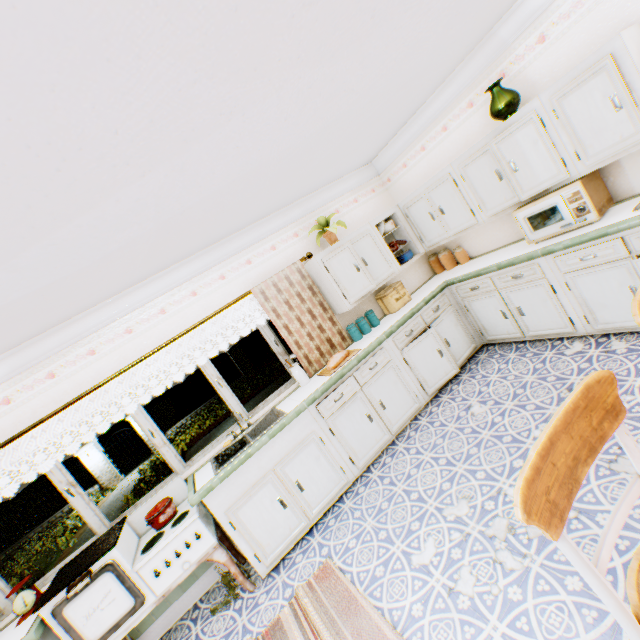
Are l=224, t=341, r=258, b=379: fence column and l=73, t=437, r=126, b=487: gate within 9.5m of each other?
yes

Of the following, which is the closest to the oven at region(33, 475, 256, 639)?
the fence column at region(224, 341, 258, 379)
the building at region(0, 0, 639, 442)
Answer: the building at region(0, 0, 639, 442)

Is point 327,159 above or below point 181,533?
above

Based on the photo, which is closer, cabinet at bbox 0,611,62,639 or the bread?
cabinet at bbox 0,611,62,639

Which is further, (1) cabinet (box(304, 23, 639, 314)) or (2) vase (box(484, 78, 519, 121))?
(2) vase (box(484, 78, 519, 121))

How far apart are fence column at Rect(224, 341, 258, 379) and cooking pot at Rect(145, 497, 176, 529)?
14.8 meters

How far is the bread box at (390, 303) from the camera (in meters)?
4.62

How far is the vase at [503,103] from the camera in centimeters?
314cm
